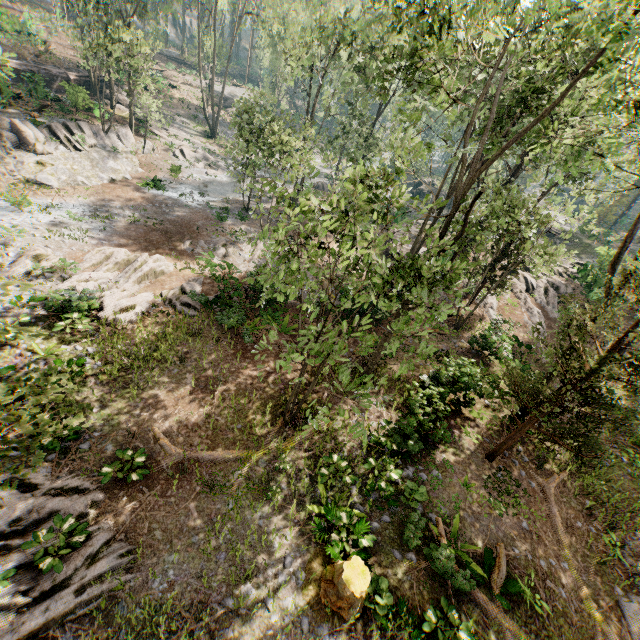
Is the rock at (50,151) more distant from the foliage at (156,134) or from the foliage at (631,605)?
the foliage at (631,605)

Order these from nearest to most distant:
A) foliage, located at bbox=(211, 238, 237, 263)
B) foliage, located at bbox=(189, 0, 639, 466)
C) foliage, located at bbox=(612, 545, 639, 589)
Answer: foliage, located at bbox=(189, 0, 639, 466), foliage, located at bbox=(612, 545, 639, 589), foliage, located at bbox=(211, 238, 237, 263)

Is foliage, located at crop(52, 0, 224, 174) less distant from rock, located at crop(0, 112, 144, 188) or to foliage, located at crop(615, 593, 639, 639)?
rock, located at crop(0, 112, 144, 188)

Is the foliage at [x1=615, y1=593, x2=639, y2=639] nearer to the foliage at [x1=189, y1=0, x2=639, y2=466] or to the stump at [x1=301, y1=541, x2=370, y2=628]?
the foliage at [x1=189, y1=0, x2=639, y2=466]

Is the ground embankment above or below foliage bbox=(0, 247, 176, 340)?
above

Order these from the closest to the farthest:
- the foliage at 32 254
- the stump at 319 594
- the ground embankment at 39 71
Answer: the foliage at 32 254 < the stump at 319 594 < the ground embankment at 39 71

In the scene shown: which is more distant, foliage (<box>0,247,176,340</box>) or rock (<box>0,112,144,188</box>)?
rock (<box>0,112,144,188</box>)

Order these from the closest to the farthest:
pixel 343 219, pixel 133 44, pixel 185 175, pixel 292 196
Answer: pixel 343 219 → pixel 292 196 → pixel 185 175 → pixel 133 44
